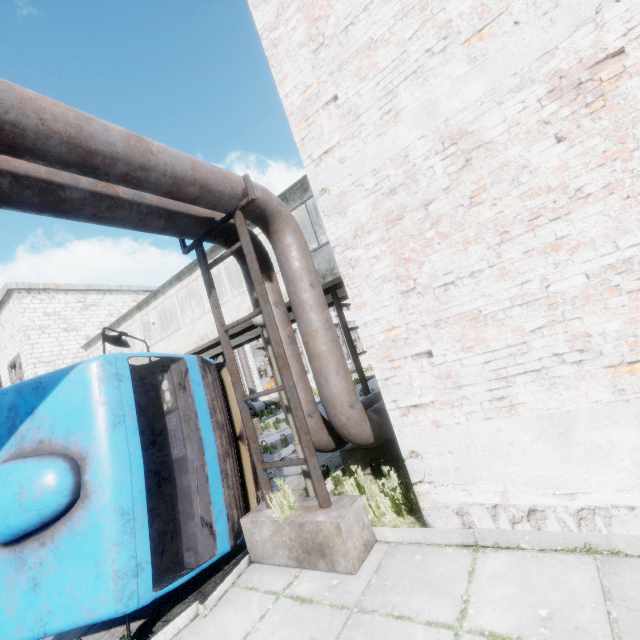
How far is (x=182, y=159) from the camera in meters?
3.8

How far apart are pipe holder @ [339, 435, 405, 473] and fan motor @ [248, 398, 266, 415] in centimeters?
1885cm

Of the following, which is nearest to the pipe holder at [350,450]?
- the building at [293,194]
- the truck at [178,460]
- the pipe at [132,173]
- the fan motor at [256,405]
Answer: the pipe at [132,173]

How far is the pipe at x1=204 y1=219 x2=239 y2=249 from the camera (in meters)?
5.24

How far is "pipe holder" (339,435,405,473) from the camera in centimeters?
597cm

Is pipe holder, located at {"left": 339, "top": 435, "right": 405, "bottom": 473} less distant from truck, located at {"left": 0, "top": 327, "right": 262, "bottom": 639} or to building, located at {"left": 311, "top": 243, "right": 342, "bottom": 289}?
Answer: truck, located at {"left": 0, "top": 327, "right": 262, "bottom": 639}

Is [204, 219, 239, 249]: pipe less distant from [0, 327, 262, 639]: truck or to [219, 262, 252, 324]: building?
[219, 262, 252, 324]: building

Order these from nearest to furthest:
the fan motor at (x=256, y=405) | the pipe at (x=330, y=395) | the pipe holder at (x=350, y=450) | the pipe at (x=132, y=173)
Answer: the pipe at (x=132, y=173) < the pipe at (x=330, y=395) < the pipe holder at (x=350, y=450) < the fan motor at (x=256, y=405)
